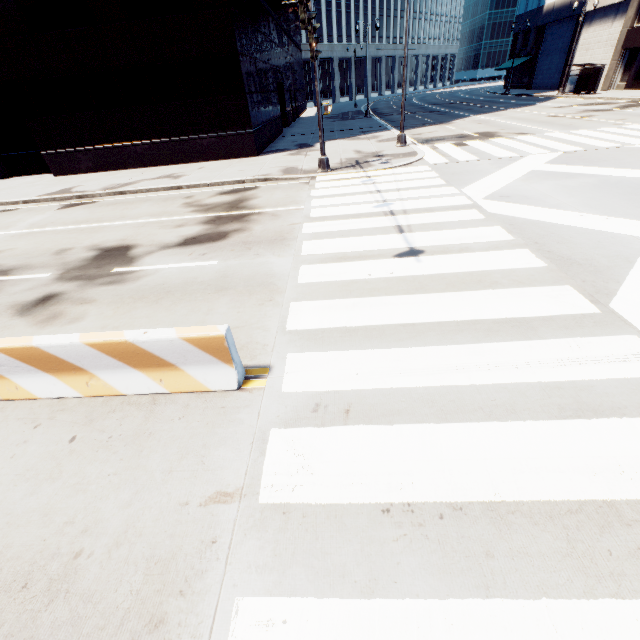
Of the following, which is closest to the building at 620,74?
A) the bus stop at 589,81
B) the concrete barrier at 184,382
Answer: the bus stop at 589,81

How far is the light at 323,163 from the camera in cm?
1223

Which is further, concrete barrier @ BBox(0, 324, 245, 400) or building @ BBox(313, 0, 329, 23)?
building @ BBox(313, 0, 329, 23)

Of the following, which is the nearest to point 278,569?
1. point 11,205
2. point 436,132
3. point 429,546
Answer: point 429,546

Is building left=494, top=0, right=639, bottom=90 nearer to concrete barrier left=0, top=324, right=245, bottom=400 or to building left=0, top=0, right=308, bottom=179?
building left=0, top=0, right=308, bottom=179

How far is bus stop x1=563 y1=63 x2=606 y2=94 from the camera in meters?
30.0

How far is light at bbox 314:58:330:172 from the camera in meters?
12.2

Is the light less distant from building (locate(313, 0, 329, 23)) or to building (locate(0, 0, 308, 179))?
building (locate(0, 0, 308, 179))
